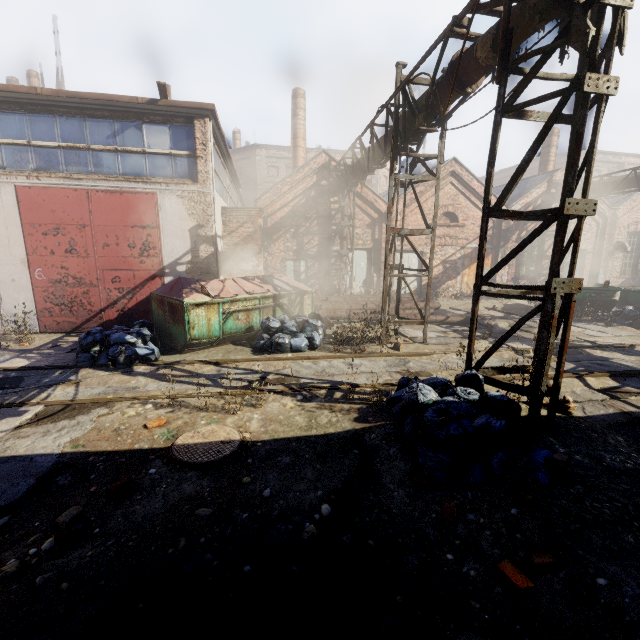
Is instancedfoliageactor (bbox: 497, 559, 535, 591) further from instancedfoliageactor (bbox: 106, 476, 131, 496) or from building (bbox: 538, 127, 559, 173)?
building (bbox: 538, 127, 559, 173)

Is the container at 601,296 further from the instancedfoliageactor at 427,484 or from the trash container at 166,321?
the instancedfoliageactor at 427,484

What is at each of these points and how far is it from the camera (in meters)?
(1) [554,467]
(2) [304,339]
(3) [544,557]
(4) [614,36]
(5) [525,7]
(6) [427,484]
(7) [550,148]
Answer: (1) instancedfoliageactor, 3.36
(2) trash bag, 8.39
(3) instancedfoliageactor, 2.58
(4) scaffolding, 3.65
(5) pipe, 4.57
(6) instancedfoliageactor, 3.53
(7) building, 20.00

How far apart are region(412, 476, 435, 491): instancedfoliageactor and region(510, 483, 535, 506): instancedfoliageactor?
0.7 meters

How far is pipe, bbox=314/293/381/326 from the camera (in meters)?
12.32

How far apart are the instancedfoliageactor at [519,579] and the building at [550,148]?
24.25m

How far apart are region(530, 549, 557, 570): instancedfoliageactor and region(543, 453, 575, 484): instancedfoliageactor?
0.3 meters

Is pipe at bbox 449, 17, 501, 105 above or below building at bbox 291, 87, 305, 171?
below
